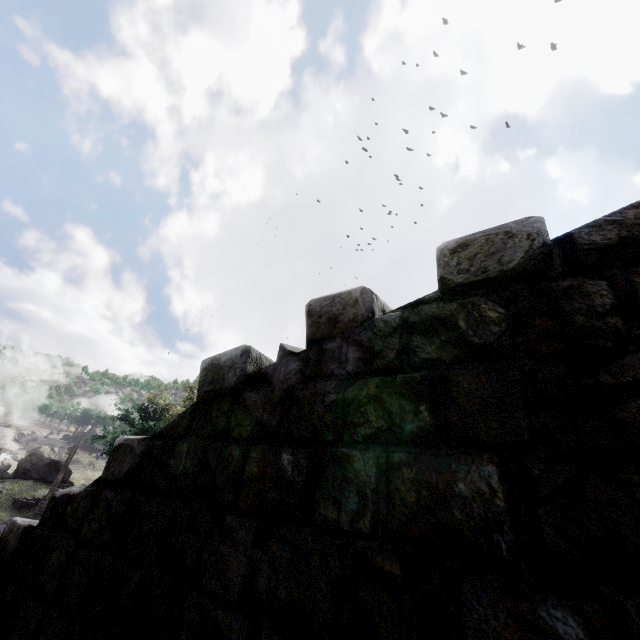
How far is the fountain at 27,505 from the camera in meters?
22.8

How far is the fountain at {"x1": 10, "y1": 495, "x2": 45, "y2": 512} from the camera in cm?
2276

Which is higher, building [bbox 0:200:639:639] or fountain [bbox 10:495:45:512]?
building [bbox 0:200:639:639]

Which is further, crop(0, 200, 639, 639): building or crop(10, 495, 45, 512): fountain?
crop(10, 495, 45, 512): fountain

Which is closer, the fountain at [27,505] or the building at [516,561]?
the building at [516,561]

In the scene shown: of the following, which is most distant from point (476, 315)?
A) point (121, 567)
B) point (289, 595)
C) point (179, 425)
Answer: point (121, 567)
